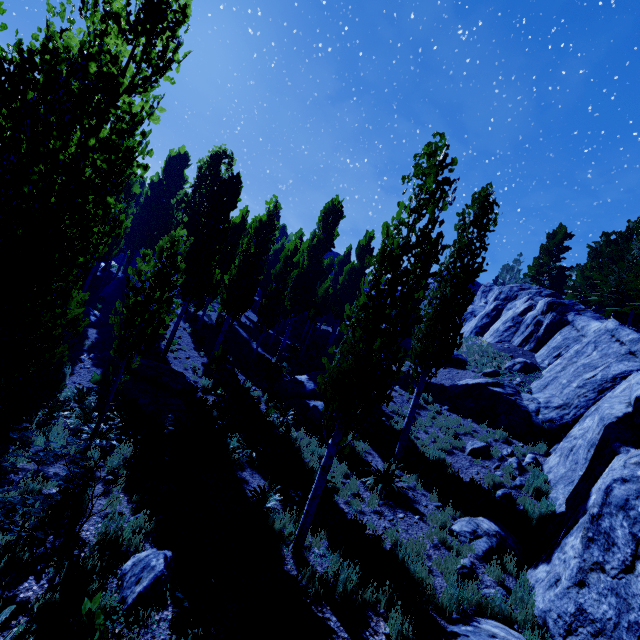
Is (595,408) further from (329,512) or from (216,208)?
(216,208)

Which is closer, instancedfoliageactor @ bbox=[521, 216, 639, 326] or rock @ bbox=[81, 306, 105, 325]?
rock @ bbox=[81, 306, 105, 325]

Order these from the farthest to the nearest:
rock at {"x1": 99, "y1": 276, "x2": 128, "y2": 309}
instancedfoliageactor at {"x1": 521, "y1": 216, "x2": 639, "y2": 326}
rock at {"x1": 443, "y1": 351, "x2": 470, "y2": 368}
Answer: instancedfoliageactor at {"x1": 521, "y1": 216, "x2": 639, "y2": 326}, rock at {"x1": 99, "y1": 276, "x2": 128, "y2": 309}, rock at {"x1": 443, "y1": 351, "x2": 470, "y2": 368}

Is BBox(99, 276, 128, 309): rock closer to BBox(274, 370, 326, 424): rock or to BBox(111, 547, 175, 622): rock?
BBox(274, 370, 326, 424): rock

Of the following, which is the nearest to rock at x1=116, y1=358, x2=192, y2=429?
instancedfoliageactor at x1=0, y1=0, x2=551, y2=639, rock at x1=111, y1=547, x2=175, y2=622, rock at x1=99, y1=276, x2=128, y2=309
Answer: instancedfoliageactor at x1=0, y1=0, x2=551, y2=639

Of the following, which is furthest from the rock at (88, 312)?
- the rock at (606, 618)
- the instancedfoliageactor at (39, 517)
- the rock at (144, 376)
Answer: the rock at (606, 618)

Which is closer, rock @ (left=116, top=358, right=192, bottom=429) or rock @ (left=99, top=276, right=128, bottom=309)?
rock @ (left=116, top=358, right=192, bottom=429)

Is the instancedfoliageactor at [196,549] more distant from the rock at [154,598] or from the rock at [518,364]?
the rock at [154,598]
